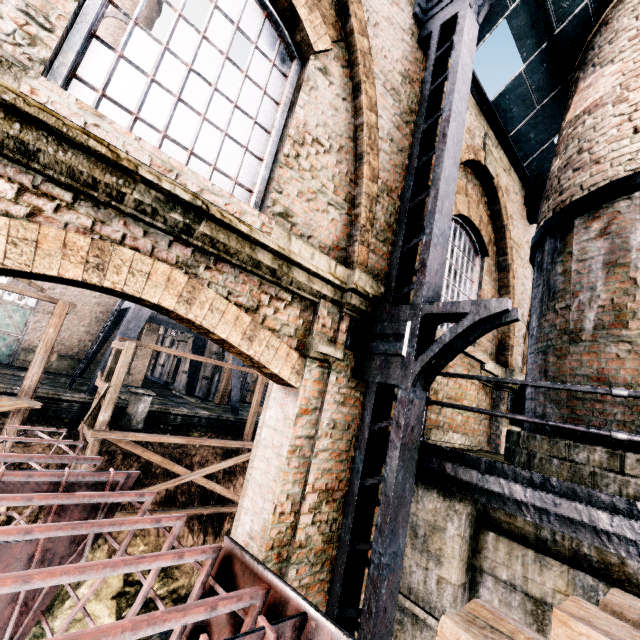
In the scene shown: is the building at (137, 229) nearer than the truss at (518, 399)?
Yes

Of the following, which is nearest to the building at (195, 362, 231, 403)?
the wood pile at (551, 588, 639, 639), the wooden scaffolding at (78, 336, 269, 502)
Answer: the wood pile at (551, 588, 639, 639)

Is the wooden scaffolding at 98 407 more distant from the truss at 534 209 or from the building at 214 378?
the truss at 534 209

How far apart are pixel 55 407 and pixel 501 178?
20.7 meters

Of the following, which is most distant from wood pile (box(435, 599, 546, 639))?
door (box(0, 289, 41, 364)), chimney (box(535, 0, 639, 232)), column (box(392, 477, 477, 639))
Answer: door (box(0, 289, 41, 364))

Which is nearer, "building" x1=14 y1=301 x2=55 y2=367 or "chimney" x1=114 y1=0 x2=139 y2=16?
"building" x1=14 y1=301 x2=55 y2=367

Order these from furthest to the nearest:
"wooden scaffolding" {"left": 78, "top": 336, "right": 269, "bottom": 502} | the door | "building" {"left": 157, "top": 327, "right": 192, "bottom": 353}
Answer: "building" {"left": 157, "top": 327, "right": 192, "bottom": 353} → the door → "wooden scaffolding" {"left": 78, "top": 336, "right": 269, "bottom": 502}

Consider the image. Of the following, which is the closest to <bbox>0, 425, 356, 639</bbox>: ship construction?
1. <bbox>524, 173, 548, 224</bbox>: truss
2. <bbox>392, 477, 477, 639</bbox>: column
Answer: <bbox>392, 477, 477, 639</bbox>: column
